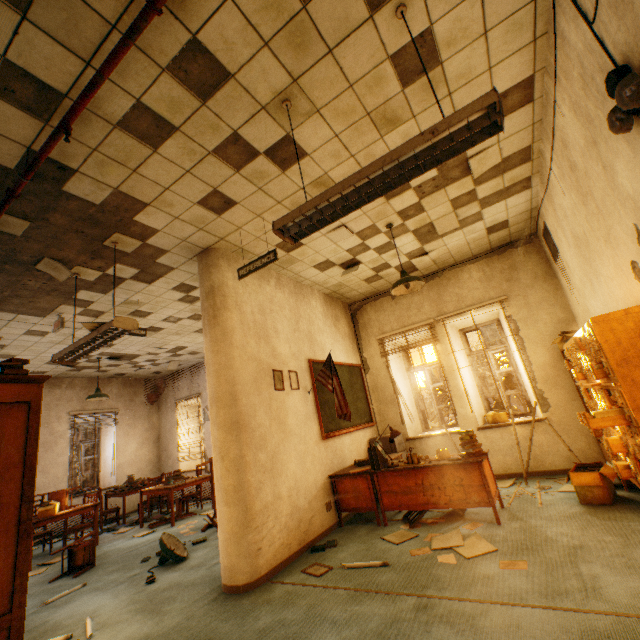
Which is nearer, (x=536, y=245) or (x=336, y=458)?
(x=336, y=458)

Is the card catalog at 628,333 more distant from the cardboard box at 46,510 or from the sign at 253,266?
the cardboard box at 46,510

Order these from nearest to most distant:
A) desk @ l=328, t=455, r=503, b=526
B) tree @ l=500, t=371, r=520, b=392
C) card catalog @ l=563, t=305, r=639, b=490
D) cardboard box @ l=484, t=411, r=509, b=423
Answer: card catalog @ l=563, t=305, r=639, b=490 → desk @ l=328, t=455, r=503, b=526 → cardboard box @ l=484, t=411, r=509, b=423 → tree @ l=500, t=371, r=520, b=392

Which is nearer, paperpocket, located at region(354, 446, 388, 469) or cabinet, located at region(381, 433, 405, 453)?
paperpocket, located at region(354, 446, 388, 469)

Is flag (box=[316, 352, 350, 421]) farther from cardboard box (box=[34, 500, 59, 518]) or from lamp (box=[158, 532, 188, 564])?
cardboard box (box=[34, 500, 59, 518])

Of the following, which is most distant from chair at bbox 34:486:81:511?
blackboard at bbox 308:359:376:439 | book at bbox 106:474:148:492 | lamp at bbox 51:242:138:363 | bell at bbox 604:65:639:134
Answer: bell at bbox 604:65:639:134

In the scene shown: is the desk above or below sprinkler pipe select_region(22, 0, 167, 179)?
below

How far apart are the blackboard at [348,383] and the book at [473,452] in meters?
1.7 m
